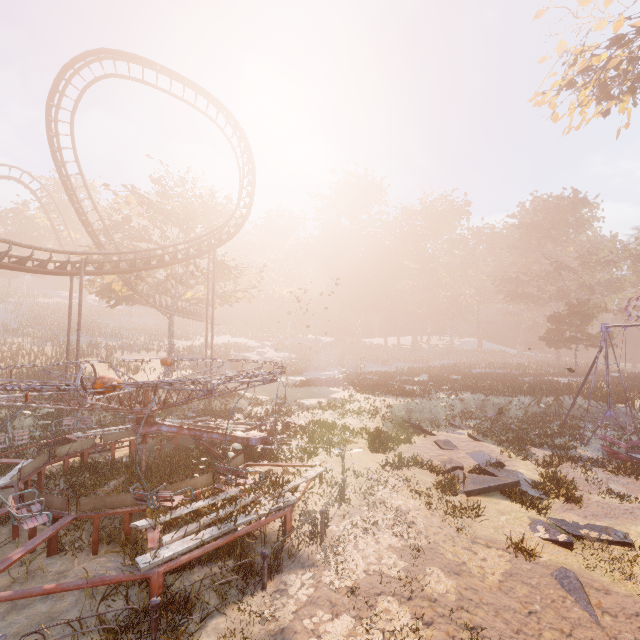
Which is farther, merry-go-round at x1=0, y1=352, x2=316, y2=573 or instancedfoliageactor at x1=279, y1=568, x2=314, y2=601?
merry-go-round at x1=0, y1=352, x2=316, y2=573

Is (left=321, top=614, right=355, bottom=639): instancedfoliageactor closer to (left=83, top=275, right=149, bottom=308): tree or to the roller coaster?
the roller coaster

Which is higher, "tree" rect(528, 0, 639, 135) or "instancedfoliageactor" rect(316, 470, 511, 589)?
"tree" rect(528, 0, 639, 135)

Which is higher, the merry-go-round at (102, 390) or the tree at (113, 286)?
the tree at (113, 286)

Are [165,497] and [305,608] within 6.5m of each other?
yes

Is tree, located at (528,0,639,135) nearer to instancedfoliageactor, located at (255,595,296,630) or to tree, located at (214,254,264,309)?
instancedfoliageactor, located at (255,595,296,630)

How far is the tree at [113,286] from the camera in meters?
28.0 m

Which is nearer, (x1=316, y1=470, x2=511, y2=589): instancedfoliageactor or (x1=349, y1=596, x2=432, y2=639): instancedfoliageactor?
(x1=349, y1=596, x2=432, y2=639): instancedfoliageactor
